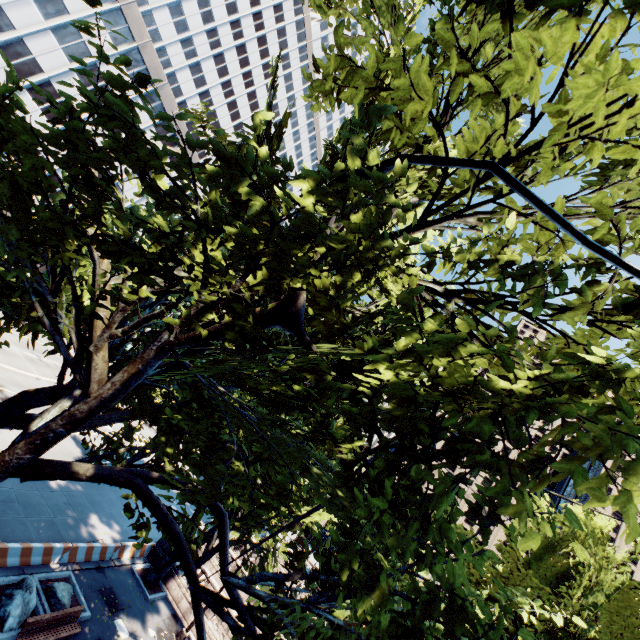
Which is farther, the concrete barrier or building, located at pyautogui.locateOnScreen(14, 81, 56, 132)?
building, located at pyautogui.locateOnScreen(14, 81, 56, 132)

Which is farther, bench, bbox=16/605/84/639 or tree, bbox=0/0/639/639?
bench, bbox=16/605/84/639

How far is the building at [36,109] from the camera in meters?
34.6 m

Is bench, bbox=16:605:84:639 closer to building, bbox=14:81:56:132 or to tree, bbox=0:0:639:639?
tree, bbox=0:0:639:639

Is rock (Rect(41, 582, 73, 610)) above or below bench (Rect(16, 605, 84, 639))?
below

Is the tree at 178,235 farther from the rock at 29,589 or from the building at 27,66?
the rock at 29,589

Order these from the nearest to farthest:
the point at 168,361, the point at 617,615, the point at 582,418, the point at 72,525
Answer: the point at 582,418 < the point at 168,361 < the point at 617,615 < the point at 72,525
